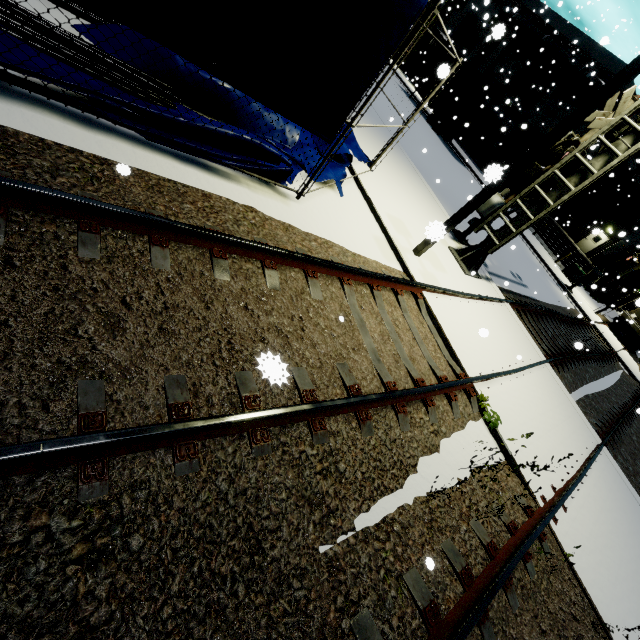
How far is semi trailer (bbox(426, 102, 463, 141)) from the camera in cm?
2623

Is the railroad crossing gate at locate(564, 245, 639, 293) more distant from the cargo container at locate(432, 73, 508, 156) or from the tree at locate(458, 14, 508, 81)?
the tree at locate(458, 14, 508, 81)

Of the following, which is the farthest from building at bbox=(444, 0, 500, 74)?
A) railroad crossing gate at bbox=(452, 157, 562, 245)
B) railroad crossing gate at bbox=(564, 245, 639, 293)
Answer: railroad crossing gate at bbox=(452, 157, 562, 245)

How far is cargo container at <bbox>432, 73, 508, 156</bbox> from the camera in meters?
23.8 m

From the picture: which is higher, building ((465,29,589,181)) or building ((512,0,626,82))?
building ((512,0,626,82))

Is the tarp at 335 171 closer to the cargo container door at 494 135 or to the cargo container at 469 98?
the cargo container at 469 98

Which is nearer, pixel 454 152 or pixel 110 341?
pixel 110 341

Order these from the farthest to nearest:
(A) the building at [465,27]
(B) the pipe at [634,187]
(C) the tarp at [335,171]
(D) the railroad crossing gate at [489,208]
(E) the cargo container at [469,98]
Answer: (B) the pipe at [634,187], (A) the building at [465,27], (E) the cargo container at [469,98], (D) the railroad crossing gate at [489,208], (C) the tarp at [335,171]
